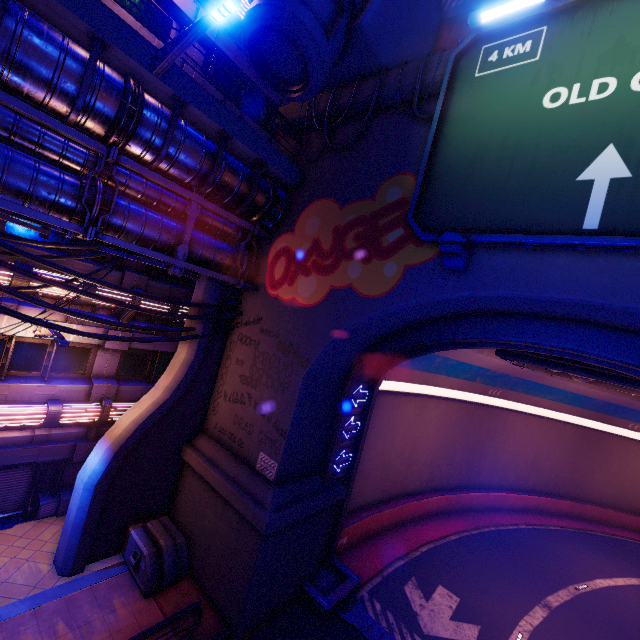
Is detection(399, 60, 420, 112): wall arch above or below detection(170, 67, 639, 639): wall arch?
above

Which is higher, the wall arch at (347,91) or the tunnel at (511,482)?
the wall arch at (347,91)

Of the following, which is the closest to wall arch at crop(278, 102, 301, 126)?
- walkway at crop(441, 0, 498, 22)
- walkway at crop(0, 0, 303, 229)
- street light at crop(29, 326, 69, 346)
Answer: walkway at crop(0, 0, 303, 229)

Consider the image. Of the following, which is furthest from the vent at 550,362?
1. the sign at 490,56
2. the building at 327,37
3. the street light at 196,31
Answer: the street light at 196,31

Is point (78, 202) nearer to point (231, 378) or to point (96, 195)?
point (96, 195)

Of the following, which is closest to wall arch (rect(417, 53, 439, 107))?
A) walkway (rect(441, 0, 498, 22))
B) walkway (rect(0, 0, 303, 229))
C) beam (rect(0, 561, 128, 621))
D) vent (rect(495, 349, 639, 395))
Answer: walkway (rect(0, 0, 303, 229))

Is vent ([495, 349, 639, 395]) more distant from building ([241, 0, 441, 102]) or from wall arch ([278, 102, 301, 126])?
building ([241, 0, 441, 102])

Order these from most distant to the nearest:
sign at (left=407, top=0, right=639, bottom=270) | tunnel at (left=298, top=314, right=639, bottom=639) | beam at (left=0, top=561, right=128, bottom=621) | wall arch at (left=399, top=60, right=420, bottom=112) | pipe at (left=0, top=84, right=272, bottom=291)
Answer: tunnel at (left=298, top=314, right=639, bottom=639) → wall arch at (left=399, top=60, right=420, bottom=112) → beam at (left=0, top=561, right=128, bottom=621) → pipe at (left=0, top=84, right=272, bottom=291) → sign at (left=407, top=0, right=639, bottom=270)
